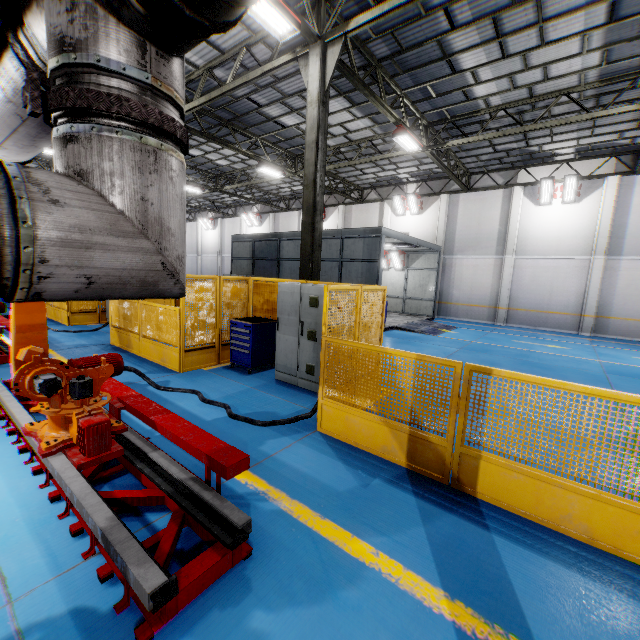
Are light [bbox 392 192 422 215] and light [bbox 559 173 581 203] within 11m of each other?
yes

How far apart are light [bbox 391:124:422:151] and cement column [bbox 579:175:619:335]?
10.5 meters

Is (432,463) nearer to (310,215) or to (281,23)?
(310,215)

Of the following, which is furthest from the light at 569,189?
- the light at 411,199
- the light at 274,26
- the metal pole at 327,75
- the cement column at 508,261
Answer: the light at 274,26

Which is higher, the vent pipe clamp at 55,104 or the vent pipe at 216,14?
the vent pipe at 216,14

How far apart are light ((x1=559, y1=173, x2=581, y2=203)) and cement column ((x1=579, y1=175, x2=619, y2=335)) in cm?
81

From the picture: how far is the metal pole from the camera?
7.84m

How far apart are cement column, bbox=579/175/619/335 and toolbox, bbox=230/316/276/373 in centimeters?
1737cm
